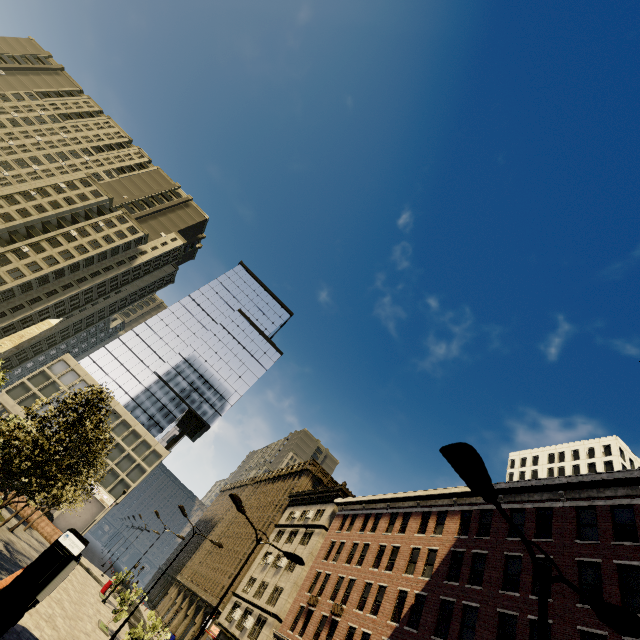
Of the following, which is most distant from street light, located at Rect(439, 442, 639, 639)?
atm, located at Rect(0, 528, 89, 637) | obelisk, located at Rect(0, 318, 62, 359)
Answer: obelisk, located at Rect(0, 318, 62, 359)

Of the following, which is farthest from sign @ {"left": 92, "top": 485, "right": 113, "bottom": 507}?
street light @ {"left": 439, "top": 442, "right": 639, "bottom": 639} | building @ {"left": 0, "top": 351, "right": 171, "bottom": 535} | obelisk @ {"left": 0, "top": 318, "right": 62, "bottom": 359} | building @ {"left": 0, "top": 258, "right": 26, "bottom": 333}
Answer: street light @ {"left": 439, "top": 442, "right": 639, "bottom": 639}

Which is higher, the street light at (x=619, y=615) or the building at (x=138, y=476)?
the building at (x=138, y=476)

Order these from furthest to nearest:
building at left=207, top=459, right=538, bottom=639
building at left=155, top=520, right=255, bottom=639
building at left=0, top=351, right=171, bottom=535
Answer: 1. building at left=0, top=351, right=171, bottom=535
2. building at left=155, top=520, right=255, bottom=639
3. building at left=207, top=459, right=538, bottom=639

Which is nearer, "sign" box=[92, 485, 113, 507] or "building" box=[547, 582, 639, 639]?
"building" box=[547, 582, 639, 639]

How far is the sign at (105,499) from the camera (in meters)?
50.08

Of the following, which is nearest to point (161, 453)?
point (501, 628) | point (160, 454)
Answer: point (160, 454)

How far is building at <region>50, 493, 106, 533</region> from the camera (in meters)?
49.88
